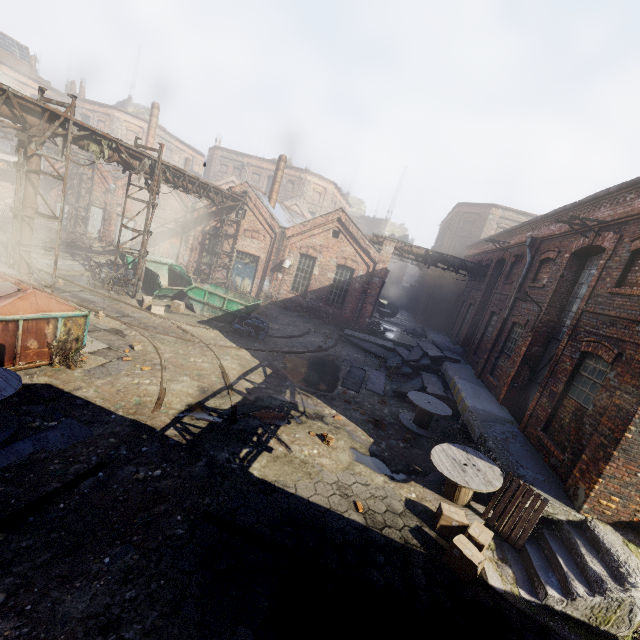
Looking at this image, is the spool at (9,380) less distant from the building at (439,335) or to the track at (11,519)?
the track at (11,519)

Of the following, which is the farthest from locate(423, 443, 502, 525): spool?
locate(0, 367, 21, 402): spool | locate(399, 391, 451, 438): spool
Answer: locate(0, 367, 21, 402): spool

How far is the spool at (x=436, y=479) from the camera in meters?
6.9 m

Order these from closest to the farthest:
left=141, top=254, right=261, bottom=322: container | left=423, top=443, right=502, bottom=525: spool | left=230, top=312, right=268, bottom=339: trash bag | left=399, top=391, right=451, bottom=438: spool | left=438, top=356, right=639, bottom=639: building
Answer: left=438, top=356, right=639, bottom=639: building → left=423, top=443, right=502, bottom=525: spool → left=399, top=391, right=451, bottom=438: spool → left=230, top=312, right=268, bottom=339: trash bag → left=141, top=254, right=261, bottom=322: container

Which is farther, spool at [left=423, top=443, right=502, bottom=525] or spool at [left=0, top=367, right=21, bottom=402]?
spool at [left=423, top=443, right=502, bottom=525]

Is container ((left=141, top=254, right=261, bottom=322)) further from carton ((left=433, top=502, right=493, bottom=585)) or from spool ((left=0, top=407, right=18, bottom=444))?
carton ((left=433, top=502, right=493, bottom=585))

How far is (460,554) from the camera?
5.7 meters

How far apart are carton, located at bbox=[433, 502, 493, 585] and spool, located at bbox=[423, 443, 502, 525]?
0.2 meters
